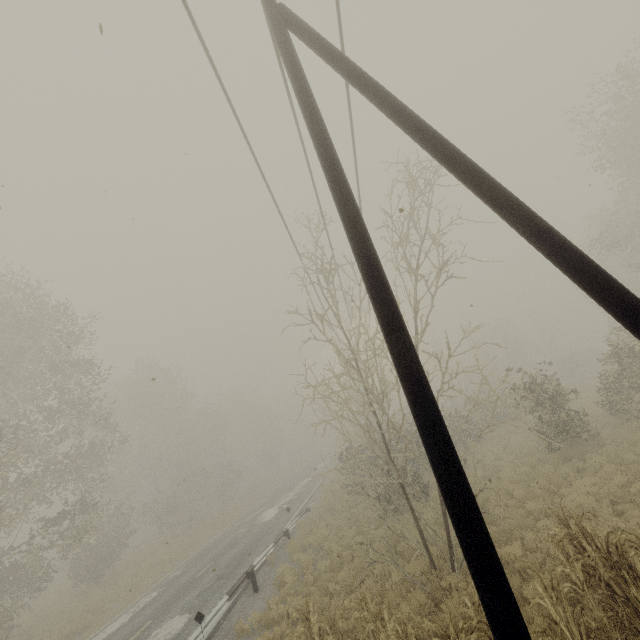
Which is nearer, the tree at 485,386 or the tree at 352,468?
the tree at 352,468

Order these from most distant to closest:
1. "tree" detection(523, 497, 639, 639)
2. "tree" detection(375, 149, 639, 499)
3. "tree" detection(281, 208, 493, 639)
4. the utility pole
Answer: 1. "tree" detection(375, 149, 639, 499)
2. "tree" detection(281, 208, 493, 639)
3. "tree" detection(523, 497, 639, 639)
4. the utility pole

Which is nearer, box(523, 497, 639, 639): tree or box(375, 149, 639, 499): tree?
box(523, 497, 639, 639): tree

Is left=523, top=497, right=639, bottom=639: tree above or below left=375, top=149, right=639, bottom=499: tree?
below

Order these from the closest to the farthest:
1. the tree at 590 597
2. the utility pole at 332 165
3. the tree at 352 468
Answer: the utility pole at 332 165
the tree at 590 597
the tree at 352 468

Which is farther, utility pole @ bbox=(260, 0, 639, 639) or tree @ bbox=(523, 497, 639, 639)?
tree @ bbox=(523, 497, 639, 639)

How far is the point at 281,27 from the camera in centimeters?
453cm
